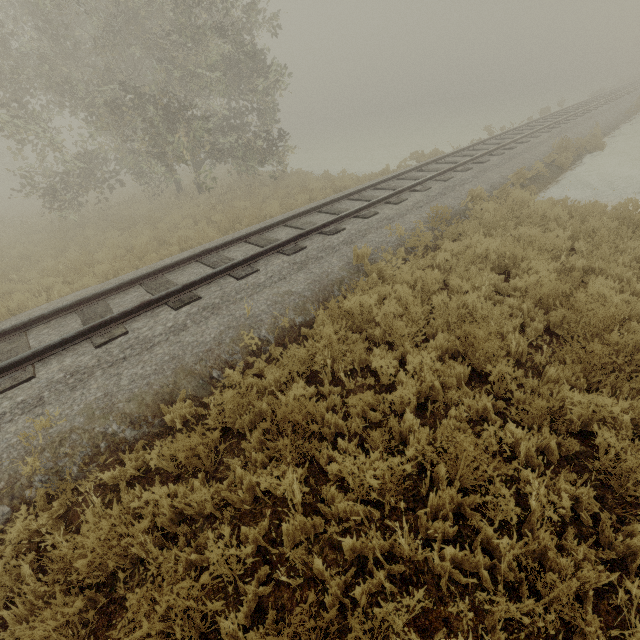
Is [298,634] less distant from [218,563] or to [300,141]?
[218,563]
